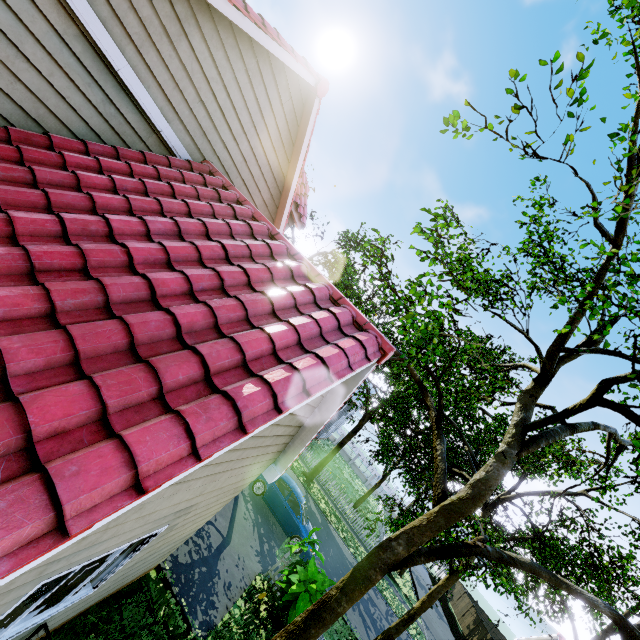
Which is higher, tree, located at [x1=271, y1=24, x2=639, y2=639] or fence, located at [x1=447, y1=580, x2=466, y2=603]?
tree, located at [x1=271, y1=24, x2=639, y2=639]

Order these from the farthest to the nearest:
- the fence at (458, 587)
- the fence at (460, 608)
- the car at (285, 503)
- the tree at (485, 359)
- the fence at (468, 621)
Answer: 1. the fence at (458, 587)
2. the fence at (460, 608)
3. the fence at (468, 621)
4. the car at (285, 503)
5. the tree at (485, 359)

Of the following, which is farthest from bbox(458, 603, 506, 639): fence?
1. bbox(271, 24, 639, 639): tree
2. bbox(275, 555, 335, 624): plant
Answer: bbox(275, 555, 335, 624): plant

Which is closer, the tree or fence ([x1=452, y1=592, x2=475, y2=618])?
the tree

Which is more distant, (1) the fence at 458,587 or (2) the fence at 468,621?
(1) the fence at 458,587

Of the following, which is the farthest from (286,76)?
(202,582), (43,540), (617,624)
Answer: (202,582)

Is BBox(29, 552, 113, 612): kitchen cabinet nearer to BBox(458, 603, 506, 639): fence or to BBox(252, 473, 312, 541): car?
BBox(458, 603, 506, 639): fence

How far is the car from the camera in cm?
1366
